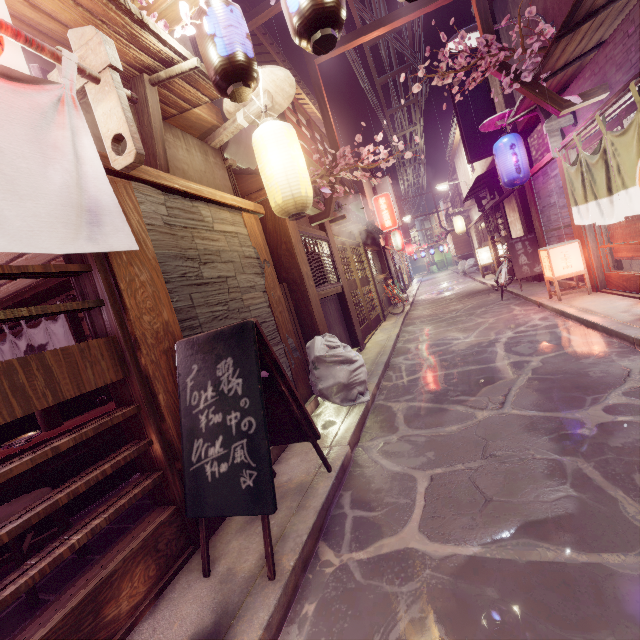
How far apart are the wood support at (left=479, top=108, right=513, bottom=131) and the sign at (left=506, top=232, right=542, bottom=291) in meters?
5.5 m

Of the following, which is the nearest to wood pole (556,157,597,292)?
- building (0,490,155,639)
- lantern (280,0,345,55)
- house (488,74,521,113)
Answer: house (488,74,521,113)

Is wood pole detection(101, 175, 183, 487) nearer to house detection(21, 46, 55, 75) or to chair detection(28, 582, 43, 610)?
house detection(21, 46, 55, 75)

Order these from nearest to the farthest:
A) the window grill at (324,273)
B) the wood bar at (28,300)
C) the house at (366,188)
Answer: the wood bar at (28,300), the window grill at (324,273), the house at (366,188)

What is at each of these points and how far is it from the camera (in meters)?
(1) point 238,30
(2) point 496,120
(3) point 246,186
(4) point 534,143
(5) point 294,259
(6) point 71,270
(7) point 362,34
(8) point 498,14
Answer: (1) lantern, 4.94
(2) wood support, 12.93
(3) house, 9.35
(4) house, 14.65
(5) wood pole, 9.28
(6) door, 3.78
(7) wire stand, 10.56
(8) house, 14.45

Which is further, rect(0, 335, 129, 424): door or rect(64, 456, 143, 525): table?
rect(64, 456, 143, 525): table

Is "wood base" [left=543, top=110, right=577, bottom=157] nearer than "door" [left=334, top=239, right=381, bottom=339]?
Yes

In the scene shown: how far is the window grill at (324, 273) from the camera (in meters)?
10.62
